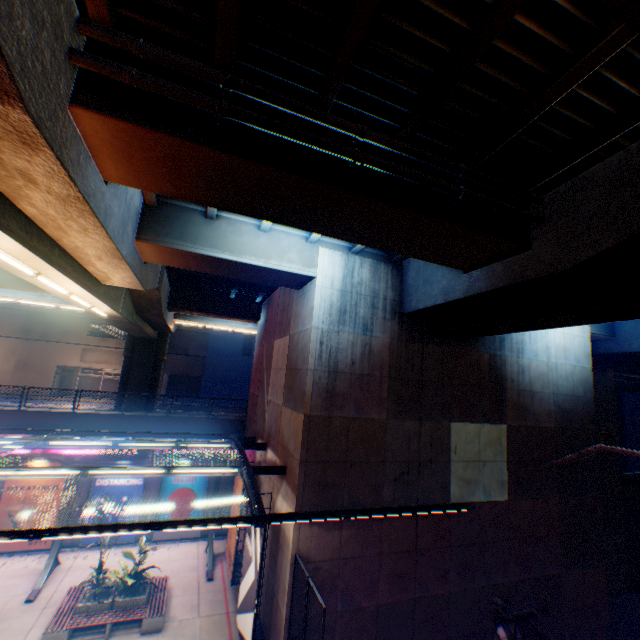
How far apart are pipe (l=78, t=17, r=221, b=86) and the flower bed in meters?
17.9 m

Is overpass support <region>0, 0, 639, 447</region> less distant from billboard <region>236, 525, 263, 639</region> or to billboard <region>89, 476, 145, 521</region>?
billboard <region>89, 476, 145, 521</region>

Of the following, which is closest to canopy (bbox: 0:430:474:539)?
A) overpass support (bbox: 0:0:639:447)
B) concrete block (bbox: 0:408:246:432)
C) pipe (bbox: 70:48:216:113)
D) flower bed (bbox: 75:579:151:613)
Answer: concrete block (bbox: 0:408:246:432)

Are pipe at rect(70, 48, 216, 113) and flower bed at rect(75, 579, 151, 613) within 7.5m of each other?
no

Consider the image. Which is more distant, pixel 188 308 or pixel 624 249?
pixel 188 308

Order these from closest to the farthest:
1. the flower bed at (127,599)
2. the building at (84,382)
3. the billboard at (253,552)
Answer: the billboard at (253,552), the flower bed at (127,599), the building at (84,382)

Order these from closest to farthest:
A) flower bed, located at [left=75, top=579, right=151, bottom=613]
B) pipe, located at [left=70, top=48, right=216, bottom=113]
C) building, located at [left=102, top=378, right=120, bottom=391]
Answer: pipe, located at [left=70, top=48, right=216, bottom=113] → flower bed, located at [left=75, top=579, right=151, bottom=613] → building, located at [left=102, top=378, right=120, bottom=391]

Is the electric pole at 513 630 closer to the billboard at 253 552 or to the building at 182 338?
the billboard at 253 552
